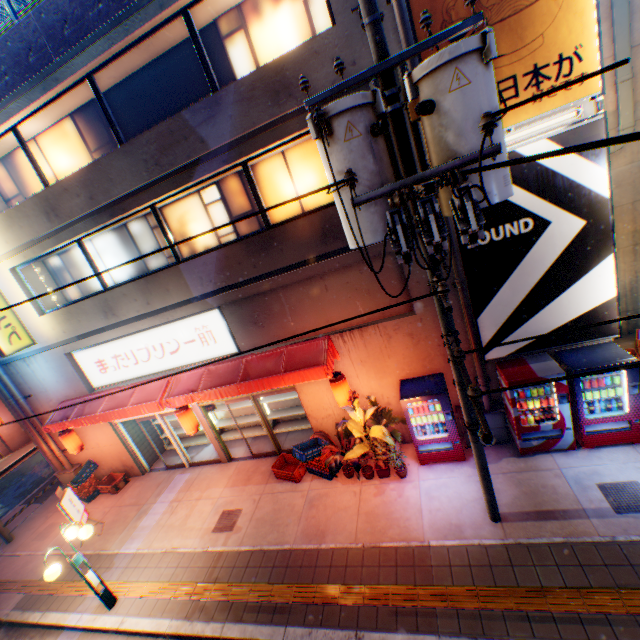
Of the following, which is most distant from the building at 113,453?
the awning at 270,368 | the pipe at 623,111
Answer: the pipe at 623,111

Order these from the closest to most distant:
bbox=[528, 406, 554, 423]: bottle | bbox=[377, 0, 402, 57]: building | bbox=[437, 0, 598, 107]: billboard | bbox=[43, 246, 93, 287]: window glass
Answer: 1. bbox=[437, 0, 598, 107]: billboard
2. bbox=[377, 0, 402, 57]: building
3. bbox=[528, 406, 554, 423]: bottle
4. bbox=[43, 246, 93, 287]: window glass

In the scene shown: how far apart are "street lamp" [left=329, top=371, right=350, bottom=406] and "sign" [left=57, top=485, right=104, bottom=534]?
8.64m

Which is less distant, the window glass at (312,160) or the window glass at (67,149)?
the window glass at (312,160)

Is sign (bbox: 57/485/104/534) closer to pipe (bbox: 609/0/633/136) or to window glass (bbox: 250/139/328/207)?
window glass (bbox: 250/139/328/207)

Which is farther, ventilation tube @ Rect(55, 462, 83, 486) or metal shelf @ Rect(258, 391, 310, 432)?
ventilation tube @ Rect(55, 462, 83, 486)

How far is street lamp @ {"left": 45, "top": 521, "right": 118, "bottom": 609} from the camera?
6.7 meters

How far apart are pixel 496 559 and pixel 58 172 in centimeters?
1439cm
